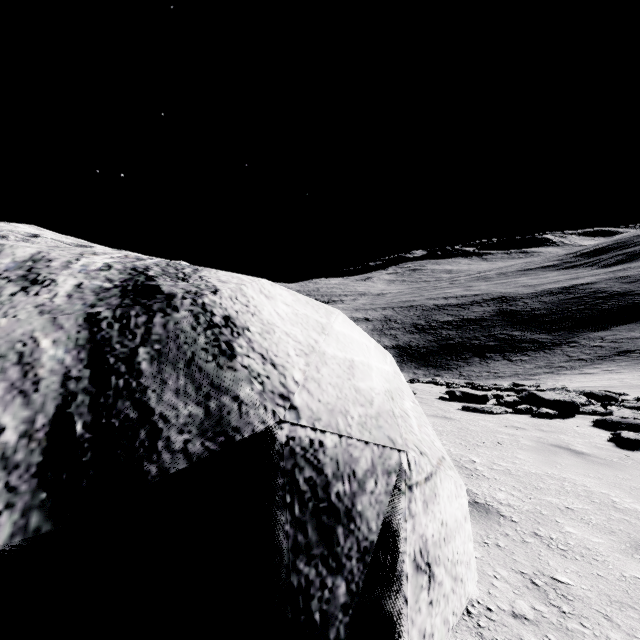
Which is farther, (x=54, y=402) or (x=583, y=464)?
(x=583, y=464)
